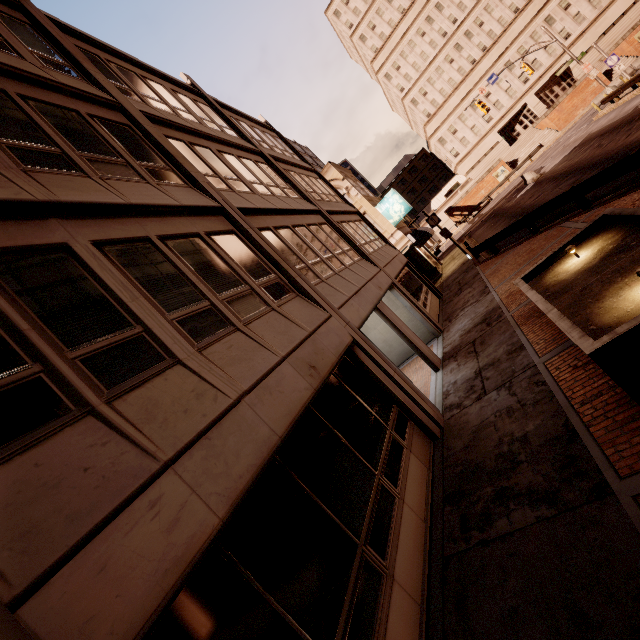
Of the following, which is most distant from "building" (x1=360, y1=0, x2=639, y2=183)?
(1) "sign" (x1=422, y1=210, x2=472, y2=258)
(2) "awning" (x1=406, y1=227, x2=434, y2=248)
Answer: (1) "sign" (x1=422, y1=210, x2=472, y2=258)

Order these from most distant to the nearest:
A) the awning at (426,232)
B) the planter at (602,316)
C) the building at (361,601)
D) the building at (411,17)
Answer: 1. the building at (411,17)
2. the awning at (426,232)
3. the planter at (602,316)
4. the building at (361,601)

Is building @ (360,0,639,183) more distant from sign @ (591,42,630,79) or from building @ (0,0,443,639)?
sign @ (591,42,630,79)

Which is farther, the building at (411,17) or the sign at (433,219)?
the building at (411,17)

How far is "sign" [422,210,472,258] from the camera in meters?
22.3

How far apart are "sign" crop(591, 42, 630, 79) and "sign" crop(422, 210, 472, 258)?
18.16m

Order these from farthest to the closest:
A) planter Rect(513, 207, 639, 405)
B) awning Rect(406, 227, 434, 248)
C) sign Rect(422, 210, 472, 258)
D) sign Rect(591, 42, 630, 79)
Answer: awning Rect(406, 227, 434, 248)
sign Rect(591, 42, 630, 79)
sign Rect(422, 210, 472, 258)
planter Rect(513, 207, 639, 405)

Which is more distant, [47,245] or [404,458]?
[404,458]
